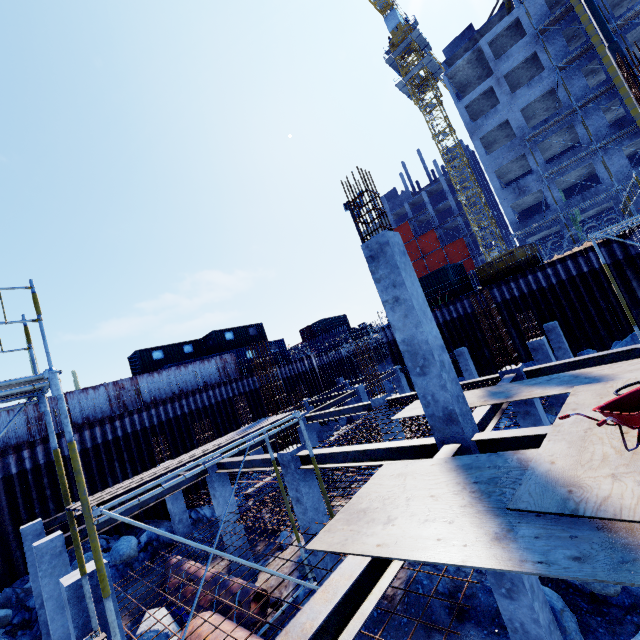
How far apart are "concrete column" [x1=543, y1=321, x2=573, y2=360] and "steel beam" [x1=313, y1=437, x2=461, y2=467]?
14.5 meters

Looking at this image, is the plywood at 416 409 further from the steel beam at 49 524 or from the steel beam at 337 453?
the steel beam at 49 524

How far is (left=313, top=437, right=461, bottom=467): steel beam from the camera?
6.3m

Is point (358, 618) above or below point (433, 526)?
below

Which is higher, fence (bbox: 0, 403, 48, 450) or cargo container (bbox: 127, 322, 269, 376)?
cargo container (bbox: 127, 322, 269, 376)

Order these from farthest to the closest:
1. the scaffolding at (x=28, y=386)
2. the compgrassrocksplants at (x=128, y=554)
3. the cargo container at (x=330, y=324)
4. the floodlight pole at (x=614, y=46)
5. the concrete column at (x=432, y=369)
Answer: the cargo container at (x=330, y=324) → the compgrassrocksplants at (x=128, y=554) → the floodlight pole at (x=614, y=46) → the concrete column at (x=432, y=369) → the scaffolding at (x=28, y=386)

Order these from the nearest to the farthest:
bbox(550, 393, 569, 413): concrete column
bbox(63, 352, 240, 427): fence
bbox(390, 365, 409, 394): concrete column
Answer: bbox(550, 393, 569, 413): concrete column → bbox(63, 352, 240, 427): fence → bbox(390, 365, 409, 394): concrete column

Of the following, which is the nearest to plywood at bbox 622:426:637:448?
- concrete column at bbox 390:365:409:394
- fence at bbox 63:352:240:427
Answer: fence at bbox 63:352:240:427
